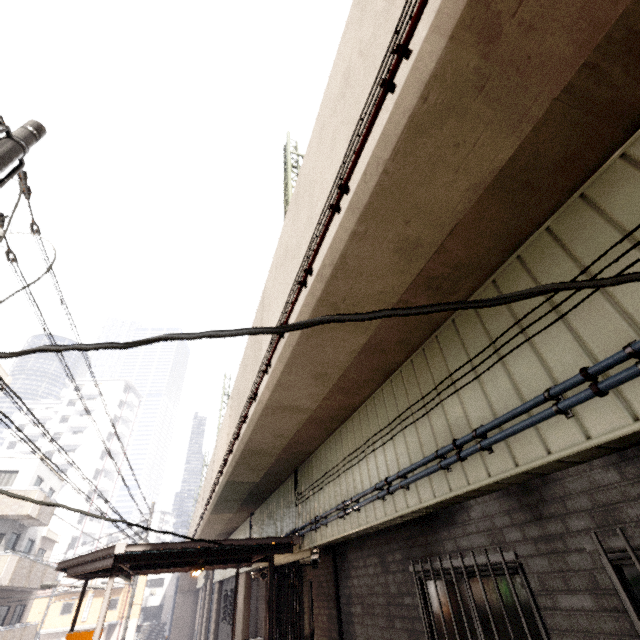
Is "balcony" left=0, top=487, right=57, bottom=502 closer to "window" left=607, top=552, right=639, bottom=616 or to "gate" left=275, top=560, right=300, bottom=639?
"gate" left=275, top=560, right=300, bottom=639

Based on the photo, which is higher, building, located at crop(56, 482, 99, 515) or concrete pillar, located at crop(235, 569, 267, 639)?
building, located at crop(56, 482, 99, 515)

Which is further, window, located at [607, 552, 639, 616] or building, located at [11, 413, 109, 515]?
building, located at [11, 413, 109, 515]

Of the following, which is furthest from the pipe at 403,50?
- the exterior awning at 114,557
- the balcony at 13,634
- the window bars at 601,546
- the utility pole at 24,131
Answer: the balcony at 13,634

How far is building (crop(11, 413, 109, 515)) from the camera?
49.41m

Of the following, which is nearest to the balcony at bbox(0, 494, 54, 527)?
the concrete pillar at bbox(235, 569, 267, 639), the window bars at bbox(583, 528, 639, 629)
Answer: the concrete pillar at bbox(235, 569, 267, 639)

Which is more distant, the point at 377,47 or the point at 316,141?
the point at 316,141

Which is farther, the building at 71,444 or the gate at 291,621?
the building at 71,444
